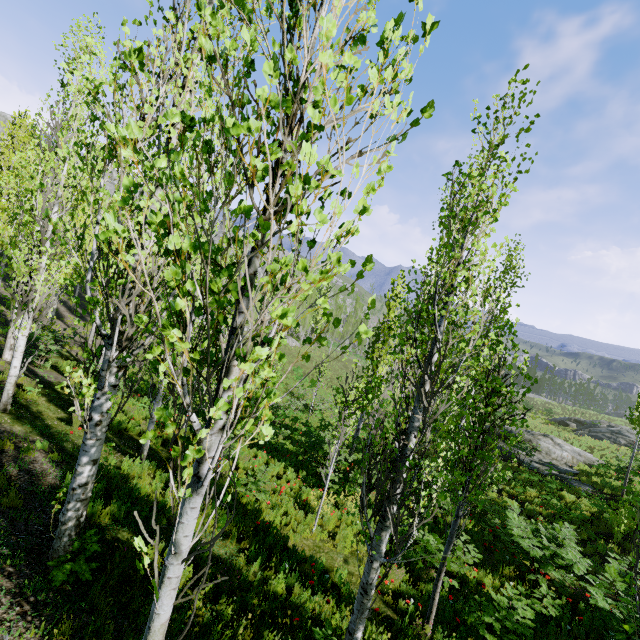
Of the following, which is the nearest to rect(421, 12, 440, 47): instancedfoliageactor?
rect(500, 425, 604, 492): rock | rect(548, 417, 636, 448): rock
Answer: rect(500, 425, 604, 492): rock

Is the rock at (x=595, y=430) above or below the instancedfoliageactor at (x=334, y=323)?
below

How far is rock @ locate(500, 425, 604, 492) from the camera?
17.4m

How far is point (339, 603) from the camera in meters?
5.9 m

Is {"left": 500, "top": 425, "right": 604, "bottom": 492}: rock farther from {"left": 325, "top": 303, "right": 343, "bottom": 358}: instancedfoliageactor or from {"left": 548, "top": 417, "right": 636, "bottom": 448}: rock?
{"left": 548, "top": 417, "right": 636, "bottom": 448}: rock

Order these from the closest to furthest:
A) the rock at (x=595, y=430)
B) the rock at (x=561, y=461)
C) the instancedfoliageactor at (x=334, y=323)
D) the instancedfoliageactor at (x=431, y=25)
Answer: the instancedfoliageactor at (x=431, y=25) < the instancedfoliageactor at (x=334, y=323) < the rock at (x=561, y=461) < the rock at (x=595, y=430)
